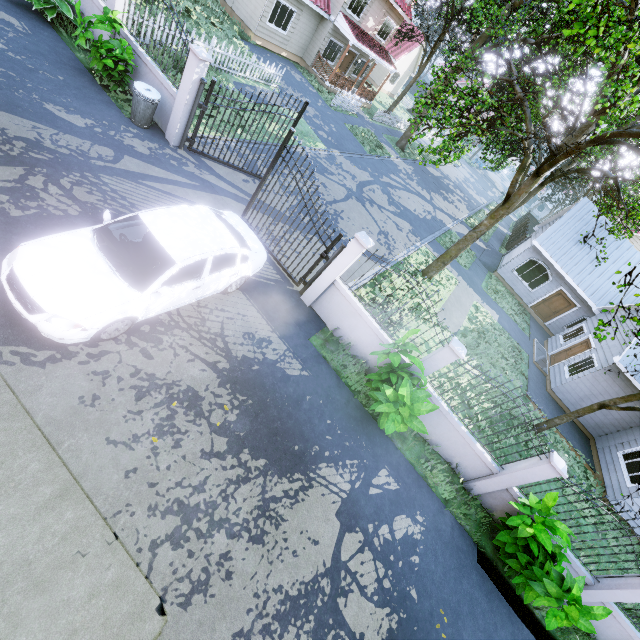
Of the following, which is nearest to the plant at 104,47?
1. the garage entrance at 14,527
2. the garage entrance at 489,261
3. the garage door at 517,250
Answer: the garage entrance at 14,527

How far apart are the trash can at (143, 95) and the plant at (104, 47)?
0.57m

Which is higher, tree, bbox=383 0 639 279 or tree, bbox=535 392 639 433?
tree, bbox=383 0 639 279

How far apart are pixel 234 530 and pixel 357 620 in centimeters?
261cm

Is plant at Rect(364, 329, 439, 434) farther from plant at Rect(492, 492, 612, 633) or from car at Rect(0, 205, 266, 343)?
car at Rect(0, 205, 266, 343)

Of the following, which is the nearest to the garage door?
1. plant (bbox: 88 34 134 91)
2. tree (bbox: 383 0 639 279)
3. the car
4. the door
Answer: tree (bbox: 383 0 639 279)

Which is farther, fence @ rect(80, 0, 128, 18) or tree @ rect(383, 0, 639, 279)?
→ fence @ rect(80, 0, 128, 18)

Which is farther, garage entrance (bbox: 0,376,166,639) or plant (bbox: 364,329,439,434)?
plant (bbox: 364,329,439,434)
